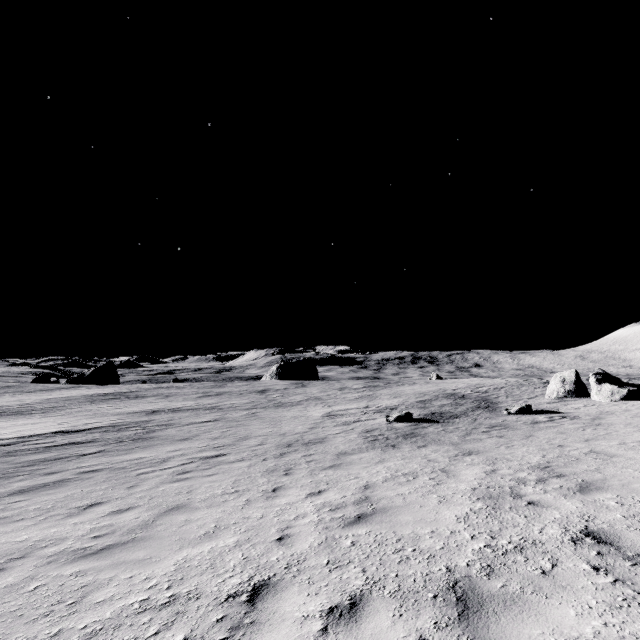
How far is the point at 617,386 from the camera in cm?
2120
